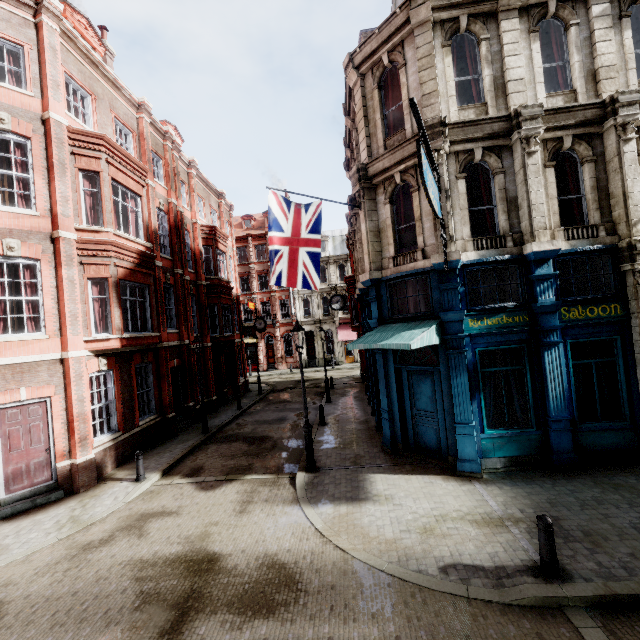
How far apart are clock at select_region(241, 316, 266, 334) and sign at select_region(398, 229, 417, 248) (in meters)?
18.60

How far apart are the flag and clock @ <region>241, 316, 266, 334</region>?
17.5 meters

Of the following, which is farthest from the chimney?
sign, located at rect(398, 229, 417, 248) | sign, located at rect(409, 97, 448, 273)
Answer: sign, located at rect(409, 97, 448, 273)

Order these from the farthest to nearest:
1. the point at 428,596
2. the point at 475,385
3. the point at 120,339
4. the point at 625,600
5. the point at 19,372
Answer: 1. the point at 120,339
2. the point at 19,372
3. the point at 475,385
4. the point at 428,596
5. the point at 625,600

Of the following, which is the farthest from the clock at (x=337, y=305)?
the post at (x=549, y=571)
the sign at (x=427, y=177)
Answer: the post at (x=549, y=571)

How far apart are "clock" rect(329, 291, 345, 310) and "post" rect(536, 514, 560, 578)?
14.11m

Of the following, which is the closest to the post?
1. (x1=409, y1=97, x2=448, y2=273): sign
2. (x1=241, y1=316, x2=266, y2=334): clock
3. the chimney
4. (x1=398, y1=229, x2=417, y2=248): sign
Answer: (x1=409, y1=97, x2=448, y2=273): sign

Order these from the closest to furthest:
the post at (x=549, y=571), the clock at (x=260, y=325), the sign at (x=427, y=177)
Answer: the post at (x=549, y=571), the sign at (x=427, y=177), the clock at (x=260, y=325)
